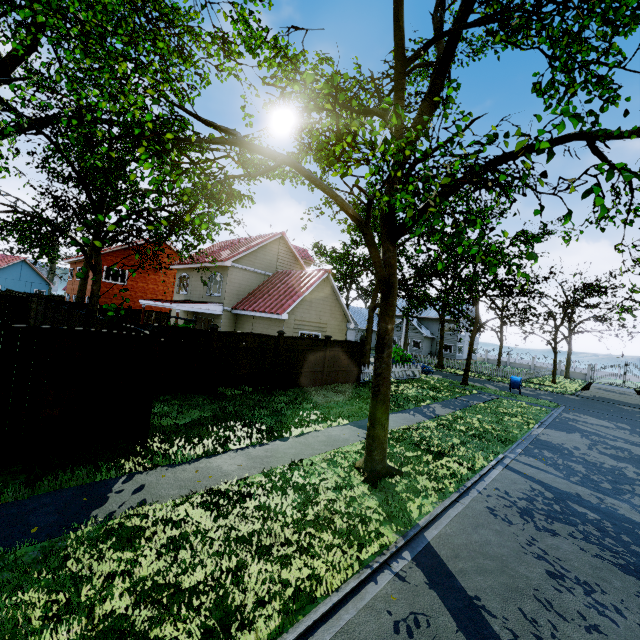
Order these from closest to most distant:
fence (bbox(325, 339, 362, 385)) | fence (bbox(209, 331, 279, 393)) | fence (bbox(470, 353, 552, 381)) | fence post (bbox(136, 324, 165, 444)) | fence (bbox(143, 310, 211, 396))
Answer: fence post (bbox(136, 324, 165, 444)) → fence (bbox(143, 310, 211, 396)) → fence (bbox(209, 331, 279, 393)) → fence (bbox(325, 339, 362, 385)) → fence (bbox(470, 353, 552, 381))

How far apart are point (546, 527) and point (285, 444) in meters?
5.6 m

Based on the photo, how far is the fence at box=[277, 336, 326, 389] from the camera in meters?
13.8 m

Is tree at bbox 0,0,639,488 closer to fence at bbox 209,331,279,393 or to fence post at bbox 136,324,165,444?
fence at bbox 209,331,279,393

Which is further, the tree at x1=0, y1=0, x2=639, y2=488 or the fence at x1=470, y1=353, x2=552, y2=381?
the fence at x1=470, y1=353, x2=552, y2=381

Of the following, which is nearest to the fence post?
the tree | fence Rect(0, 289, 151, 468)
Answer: fence Rect(0, 289, 151, 468)

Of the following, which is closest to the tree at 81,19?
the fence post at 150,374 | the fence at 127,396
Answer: the fence at 127,396
